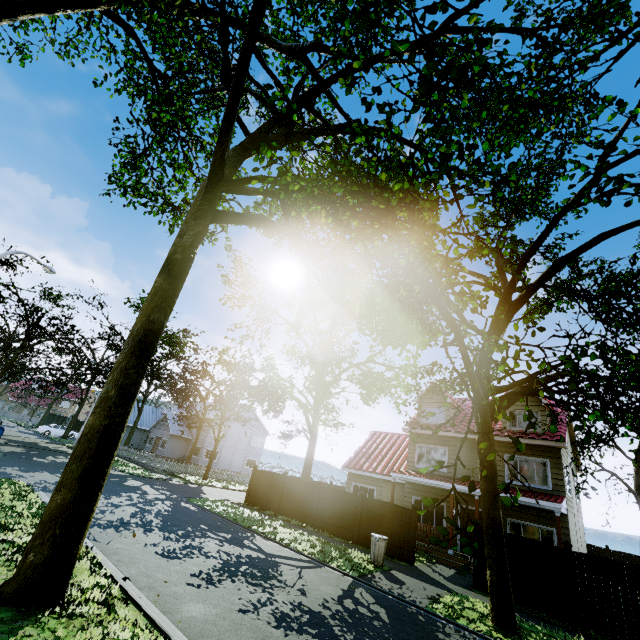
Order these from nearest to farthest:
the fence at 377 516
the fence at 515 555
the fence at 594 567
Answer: the fence at 594 567
the fence at 515 555
the fence at 377 516

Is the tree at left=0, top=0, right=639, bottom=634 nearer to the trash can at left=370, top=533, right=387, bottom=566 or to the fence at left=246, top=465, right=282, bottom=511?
the fence at left=246, top=465, right=282, bottom=511

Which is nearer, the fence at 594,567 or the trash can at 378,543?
the fence at 594,567

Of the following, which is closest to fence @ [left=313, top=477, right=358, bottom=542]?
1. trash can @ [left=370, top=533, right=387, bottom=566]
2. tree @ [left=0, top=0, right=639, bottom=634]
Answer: tree @ [left=0, top=0, right=639, bottom=634]

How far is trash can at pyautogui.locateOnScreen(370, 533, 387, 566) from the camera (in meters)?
12.09

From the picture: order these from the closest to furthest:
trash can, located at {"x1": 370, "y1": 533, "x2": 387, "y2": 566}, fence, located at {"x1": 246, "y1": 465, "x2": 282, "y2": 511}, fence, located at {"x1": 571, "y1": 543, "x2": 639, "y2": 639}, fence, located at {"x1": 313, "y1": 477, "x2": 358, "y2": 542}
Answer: fence, located at {"x1": 571, "y1": 543, "x2": 639, "y2": 639}
trash can, located at {"x1": 370, "y1": 533, "x2": 387, "y2": 566}
fence, located at {"x1": 313, "y1": 477, "x2": 358, "y2": 542}
fence, located at {"x1": 246, "y1": 465, "x2": 282, "y2": 511}

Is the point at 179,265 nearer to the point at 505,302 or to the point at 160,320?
the point at 160,320
